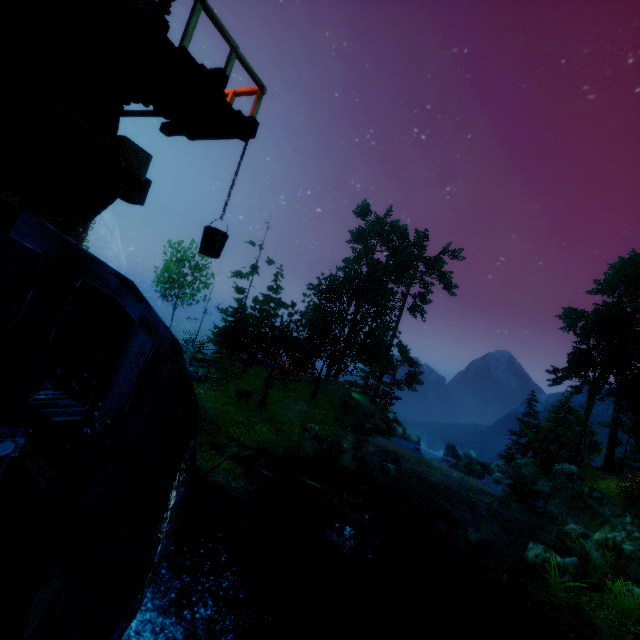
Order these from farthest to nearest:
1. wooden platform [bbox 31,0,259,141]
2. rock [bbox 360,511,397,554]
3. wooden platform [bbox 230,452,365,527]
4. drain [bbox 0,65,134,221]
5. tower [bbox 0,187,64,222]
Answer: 1. rock [bbox 360,511,397,554]
2. wooden platform [bbox 230,452,365,527]
3. tower [bbox 0,187,64,222]
4. wooden platform [bbox 31,0,259,141]
5. drain [bbox 0,65,134,221]

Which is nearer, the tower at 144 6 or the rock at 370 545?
the tower at 144 6

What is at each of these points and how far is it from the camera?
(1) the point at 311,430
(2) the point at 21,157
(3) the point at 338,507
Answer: (1) rock, 20.2 meters
(2) drain, 2.5 meters
(3) wooden platform, 11.8 meters

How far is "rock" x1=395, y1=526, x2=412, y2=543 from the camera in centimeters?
1428cm

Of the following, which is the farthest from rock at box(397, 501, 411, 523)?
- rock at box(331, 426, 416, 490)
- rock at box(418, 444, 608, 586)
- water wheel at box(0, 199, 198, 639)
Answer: water wheel at box(0, 199, 198, 639)

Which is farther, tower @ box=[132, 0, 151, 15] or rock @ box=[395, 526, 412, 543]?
rock @ box=[395, 526, 412, 543]

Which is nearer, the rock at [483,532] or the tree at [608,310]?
the rock at [483,532]

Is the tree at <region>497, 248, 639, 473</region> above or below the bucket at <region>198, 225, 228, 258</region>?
above
